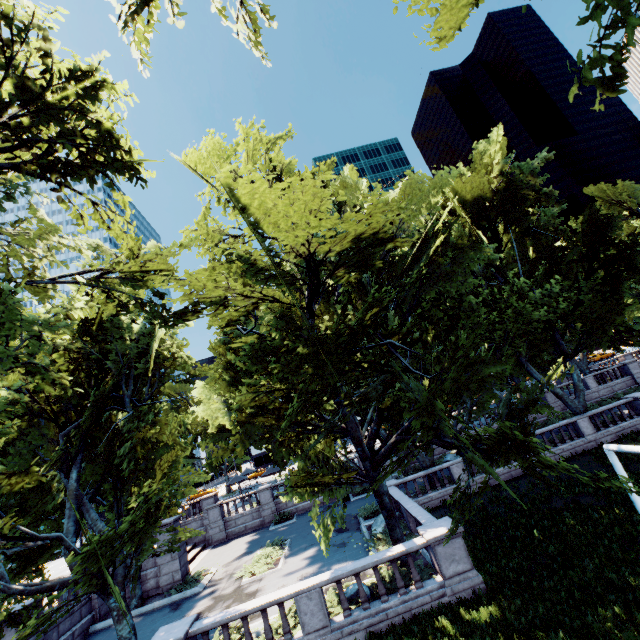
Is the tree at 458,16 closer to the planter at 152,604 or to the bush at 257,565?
the planter at 152,604

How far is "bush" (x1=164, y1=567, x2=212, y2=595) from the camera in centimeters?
1953cm

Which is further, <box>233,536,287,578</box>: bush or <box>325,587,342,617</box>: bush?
<box>233,536,287,578</box>: bush

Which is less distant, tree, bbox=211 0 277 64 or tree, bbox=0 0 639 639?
tree, bbox=0 0 639 639

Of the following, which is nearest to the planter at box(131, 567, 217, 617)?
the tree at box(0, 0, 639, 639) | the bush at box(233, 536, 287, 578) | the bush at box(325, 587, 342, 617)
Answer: the tree at box(0, 0, 639, 639)

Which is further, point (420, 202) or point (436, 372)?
point (420, 202)

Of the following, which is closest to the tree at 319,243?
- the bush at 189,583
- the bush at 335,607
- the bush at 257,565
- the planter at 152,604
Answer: the planter at 152,604

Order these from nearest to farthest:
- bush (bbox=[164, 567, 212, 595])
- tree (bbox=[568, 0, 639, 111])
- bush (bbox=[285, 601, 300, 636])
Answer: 1. tree (bbox=[568, 0, 639, 111])
2. bush (bbox=[285, 601, 300, 636])
3. bush (bbox=[164, 567, 212, 595])
